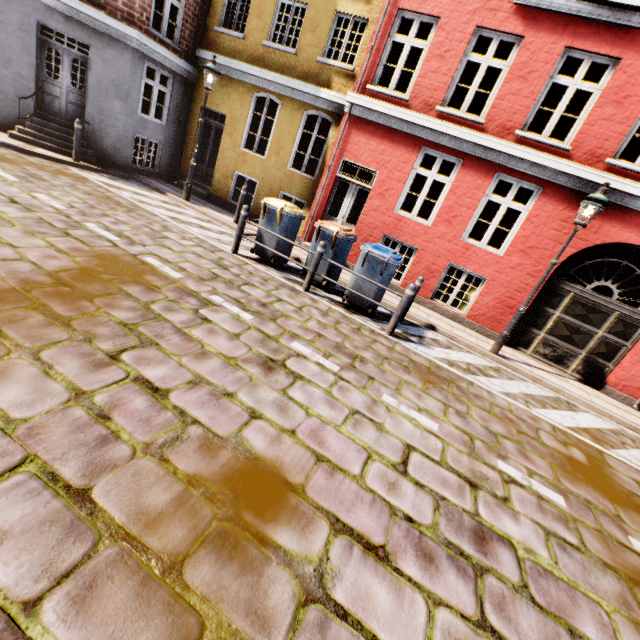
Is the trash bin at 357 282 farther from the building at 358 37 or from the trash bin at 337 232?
the building at 358 37

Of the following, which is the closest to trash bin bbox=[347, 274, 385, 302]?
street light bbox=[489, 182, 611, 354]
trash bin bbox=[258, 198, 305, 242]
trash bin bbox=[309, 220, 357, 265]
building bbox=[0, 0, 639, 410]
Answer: trash bin bbox=[309, 220, 357, 265]

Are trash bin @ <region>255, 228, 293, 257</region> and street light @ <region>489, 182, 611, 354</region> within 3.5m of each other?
no

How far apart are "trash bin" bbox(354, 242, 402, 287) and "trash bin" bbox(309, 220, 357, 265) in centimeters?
37cm

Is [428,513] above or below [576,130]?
below

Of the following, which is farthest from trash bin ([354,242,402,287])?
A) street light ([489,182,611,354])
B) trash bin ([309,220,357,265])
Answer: street light ([489,182,611,354])

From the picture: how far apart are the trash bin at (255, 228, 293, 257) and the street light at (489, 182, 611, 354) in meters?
5.3 m

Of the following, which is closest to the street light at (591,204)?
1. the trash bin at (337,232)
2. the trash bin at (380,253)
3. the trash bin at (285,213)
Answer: the trash bin at (380,253)
